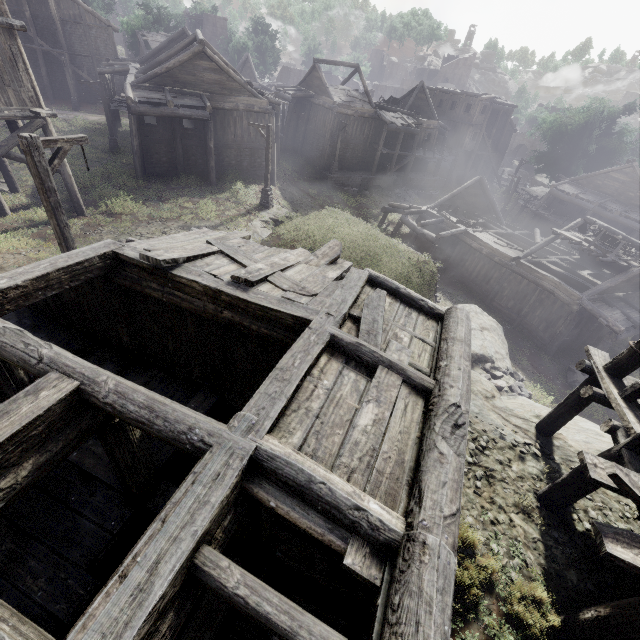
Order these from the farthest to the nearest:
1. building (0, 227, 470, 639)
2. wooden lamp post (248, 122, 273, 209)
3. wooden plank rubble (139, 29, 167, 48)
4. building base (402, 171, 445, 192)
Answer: wooden plank rubble (139, 29, 167, 48)
building base (402, 171, 445, 192)
wooden lamp post (248, 122, 273, 209)
building (0, 227, 470, 639)

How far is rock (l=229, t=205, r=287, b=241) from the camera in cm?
1833

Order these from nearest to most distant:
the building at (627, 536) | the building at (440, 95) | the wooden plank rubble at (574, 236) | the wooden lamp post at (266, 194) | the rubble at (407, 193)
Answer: the building at (627, 536)
the building at (440, 95)
the wooden plank rubble at (574, 236)
the wooden lamp post at (266, 194)
the rubble at (407, 193)

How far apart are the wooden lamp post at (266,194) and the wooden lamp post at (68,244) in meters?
12.7

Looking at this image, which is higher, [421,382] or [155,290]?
[421,382]

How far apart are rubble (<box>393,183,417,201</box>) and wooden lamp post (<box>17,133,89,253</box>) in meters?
32.4 m

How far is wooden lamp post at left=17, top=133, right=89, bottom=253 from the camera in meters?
7.3 m

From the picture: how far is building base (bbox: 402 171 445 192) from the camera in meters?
37.1 m
